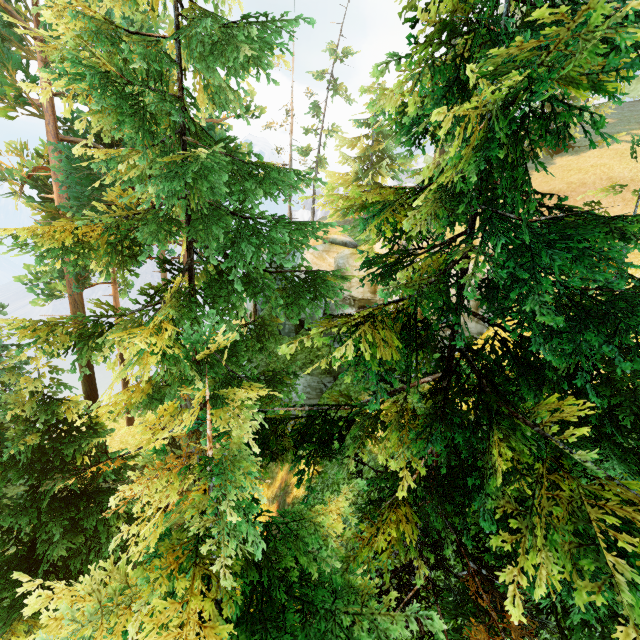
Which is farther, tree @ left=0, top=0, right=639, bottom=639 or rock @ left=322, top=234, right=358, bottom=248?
rock @ left=322, top=234, right=358, bottom=248

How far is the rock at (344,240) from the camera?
20.9m

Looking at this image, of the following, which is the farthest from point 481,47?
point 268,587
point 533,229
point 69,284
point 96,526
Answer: point 69,284

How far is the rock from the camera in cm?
2091

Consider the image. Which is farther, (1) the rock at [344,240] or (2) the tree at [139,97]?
(1) the rock at [344,240]
